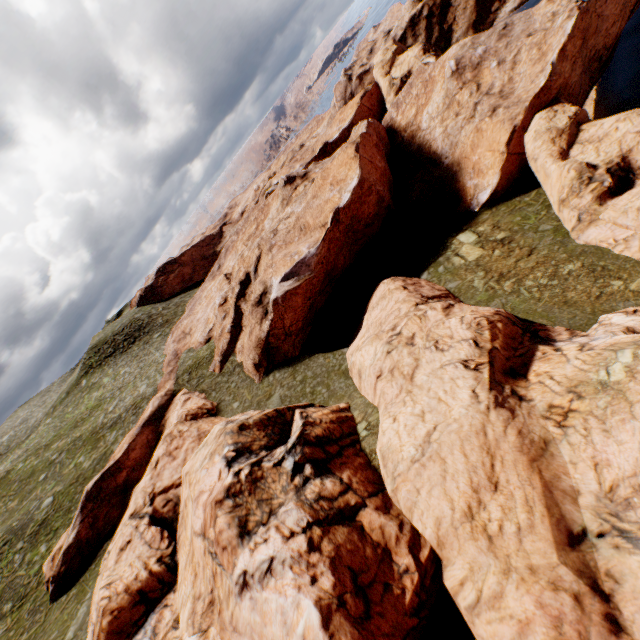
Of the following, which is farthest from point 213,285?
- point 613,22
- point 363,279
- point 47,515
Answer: point 613,22
